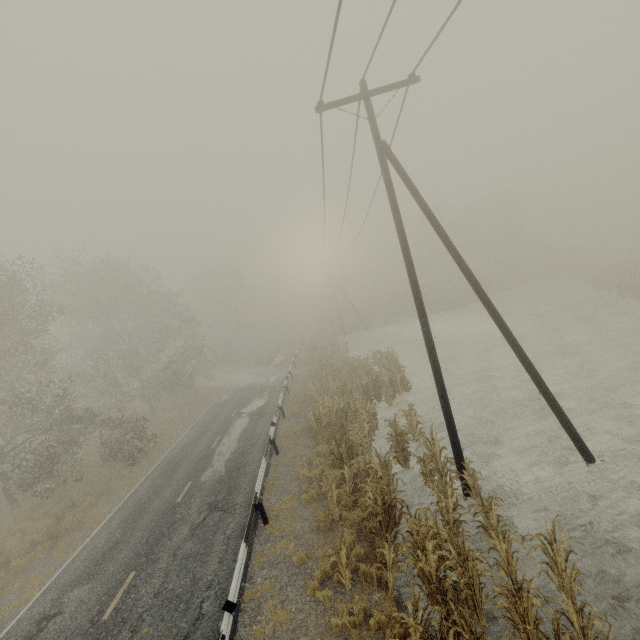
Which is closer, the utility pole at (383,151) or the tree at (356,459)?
the tree at (356,459)

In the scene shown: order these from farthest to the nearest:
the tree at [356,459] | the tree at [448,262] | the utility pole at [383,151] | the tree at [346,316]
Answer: the tree at [346,316]
the tree at [448,262]
the utility pole at [383,151]
the tree at [356,459]

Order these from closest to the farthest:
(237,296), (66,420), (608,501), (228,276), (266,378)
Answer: (608,501) < (66,420) < (266,378) < (237,296) < (228,276)

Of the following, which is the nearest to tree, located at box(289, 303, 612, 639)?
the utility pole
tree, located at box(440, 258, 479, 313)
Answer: the utility pole

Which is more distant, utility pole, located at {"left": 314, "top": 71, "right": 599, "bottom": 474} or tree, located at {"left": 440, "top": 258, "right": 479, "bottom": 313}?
tree, located at {"left": 440, "top": 258, "right": 479, "bottom": 313}

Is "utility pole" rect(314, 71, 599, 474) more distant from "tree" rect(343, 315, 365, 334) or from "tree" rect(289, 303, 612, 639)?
"tree" rect(343, 315, 365, 334)

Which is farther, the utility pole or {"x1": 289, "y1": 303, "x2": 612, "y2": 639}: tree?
the utility pole
